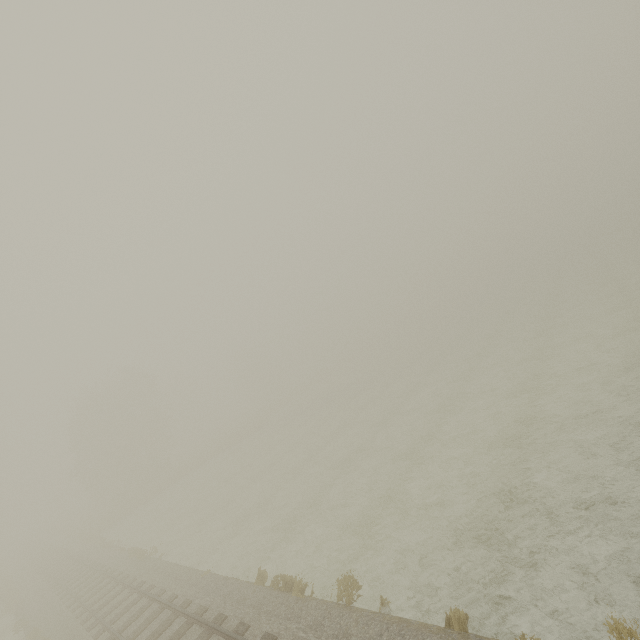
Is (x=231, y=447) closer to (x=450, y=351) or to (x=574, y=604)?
(x=450, y=351)
